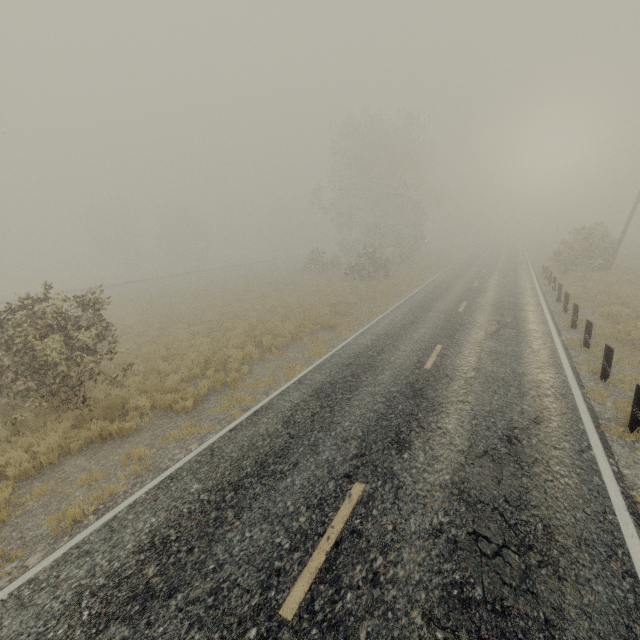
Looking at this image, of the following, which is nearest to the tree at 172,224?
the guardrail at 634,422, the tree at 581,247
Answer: the tree at 581,247

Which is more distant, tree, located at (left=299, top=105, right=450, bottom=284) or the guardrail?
tree, located at (left=299, top=105, right=450, bottom=284)

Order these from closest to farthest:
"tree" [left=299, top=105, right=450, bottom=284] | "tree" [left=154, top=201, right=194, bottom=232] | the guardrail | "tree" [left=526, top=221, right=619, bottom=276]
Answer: the guardrail → "tree" [left=526, top=221, right=619, bottom=276] → "tree" [left=299, top=105, right=450, bottom=284] → "tree" [left=154, top=201, right=194, bottom=232]

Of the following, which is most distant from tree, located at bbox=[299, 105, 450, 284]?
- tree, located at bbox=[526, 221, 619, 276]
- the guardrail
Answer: the guardrail

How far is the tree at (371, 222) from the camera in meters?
34.9 m

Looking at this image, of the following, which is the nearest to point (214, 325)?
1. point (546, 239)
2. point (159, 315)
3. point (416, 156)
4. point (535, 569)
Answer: point (159, 315)

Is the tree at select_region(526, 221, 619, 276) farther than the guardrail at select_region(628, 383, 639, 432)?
Yes
